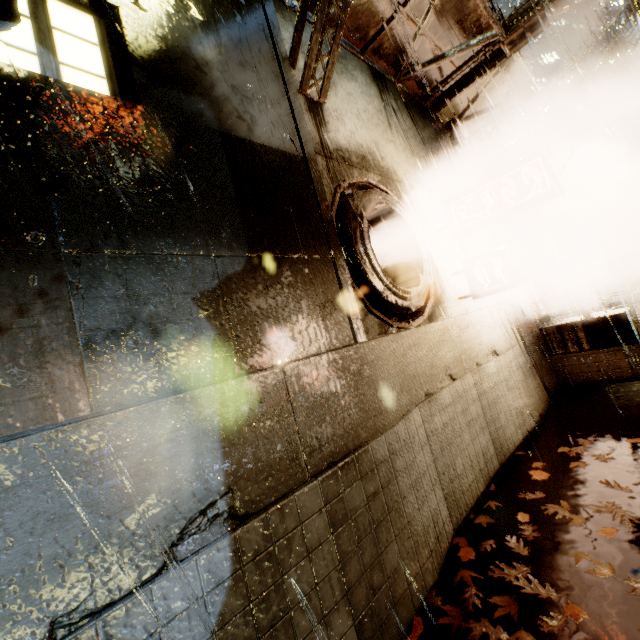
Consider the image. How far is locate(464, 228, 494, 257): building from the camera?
8.1 meters

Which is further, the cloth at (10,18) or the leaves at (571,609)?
the leaves at (571,609)

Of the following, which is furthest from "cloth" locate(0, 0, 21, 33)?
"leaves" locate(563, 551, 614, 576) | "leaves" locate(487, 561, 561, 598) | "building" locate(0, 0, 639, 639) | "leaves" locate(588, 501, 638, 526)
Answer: "leaves" locate(588, 501, 638, 526)

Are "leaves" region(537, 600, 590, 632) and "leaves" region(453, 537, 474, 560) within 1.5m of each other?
yes

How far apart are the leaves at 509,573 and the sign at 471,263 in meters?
4.4 m

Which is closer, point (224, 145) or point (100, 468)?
point (100, 468)

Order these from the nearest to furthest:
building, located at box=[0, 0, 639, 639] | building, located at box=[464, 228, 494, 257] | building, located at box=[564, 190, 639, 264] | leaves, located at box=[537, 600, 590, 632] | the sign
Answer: building, located at box=[0, 0, 639, 639] < leaves, located at box=[537, 600, 590, 632] < the sign < building, located at box=[464, 228, 494, 257] < building, located at box=[564, 190, 639, 264]

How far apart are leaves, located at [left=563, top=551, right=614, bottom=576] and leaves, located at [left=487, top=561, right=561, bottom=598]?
0.4m
